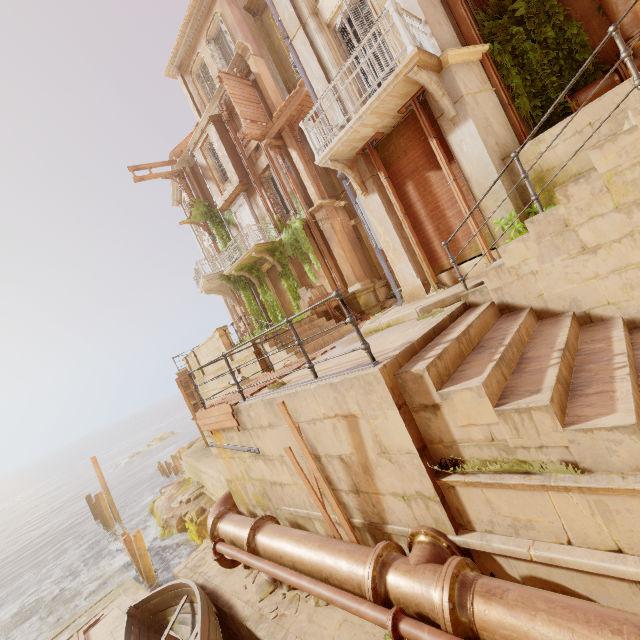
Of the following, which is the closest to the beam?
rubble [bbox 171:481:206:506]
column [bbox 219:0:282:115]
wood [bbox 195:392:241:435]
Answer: rubble [bbox 171:481:206:506]

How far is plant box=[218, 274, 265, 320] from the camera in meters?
20.2 m

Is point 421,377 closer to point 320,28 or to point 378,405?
point 378,405

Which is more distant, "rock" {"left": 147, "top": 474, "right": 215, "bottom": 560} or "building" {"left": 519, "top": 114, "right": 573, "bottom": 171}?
"rock" {"left": 147, "top": 474, "right": 215, "bottom": 560}

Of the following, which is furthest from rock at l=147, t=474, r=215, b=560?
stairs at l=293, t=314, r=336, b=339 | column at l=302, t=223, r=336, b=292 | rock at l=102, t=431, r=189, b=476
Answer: rock at l=102, t=431, r=189, b=476

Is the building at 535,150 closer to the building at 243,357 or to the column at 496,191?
the column at 496,191

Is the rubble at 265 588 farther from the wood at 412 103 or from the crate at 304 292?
the crate at 304 292

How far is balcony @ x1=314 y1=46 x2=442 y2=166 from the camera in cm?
635
